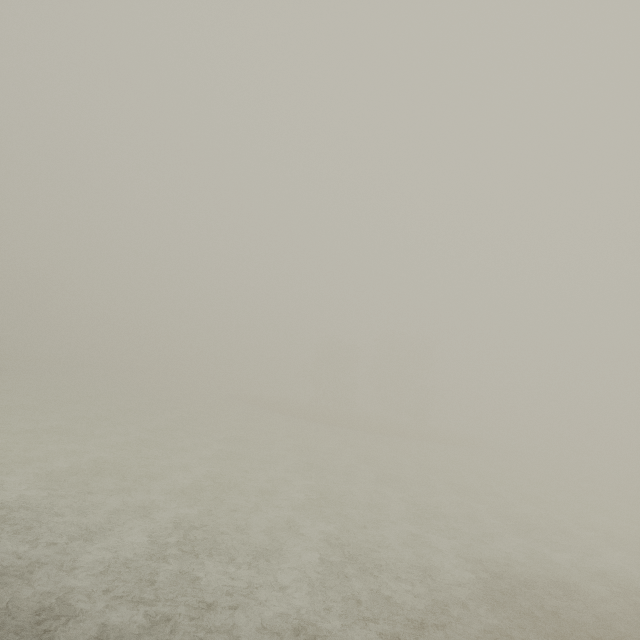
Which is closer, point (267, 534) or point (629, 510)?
point (267, 534)
